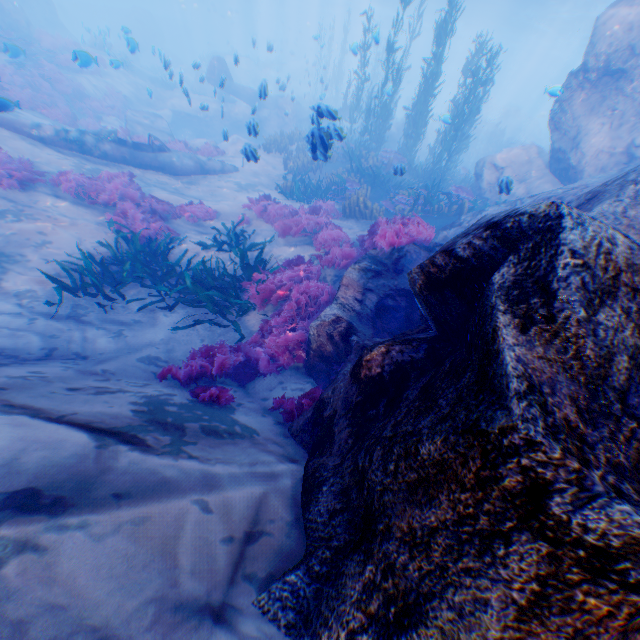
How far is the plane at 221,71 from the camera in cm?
1082

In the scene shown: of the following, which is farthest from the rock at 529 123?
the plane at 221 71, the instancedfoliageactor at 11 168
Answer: the instancedfoliageactor at 11 168

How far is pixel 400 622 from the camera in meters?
1.4

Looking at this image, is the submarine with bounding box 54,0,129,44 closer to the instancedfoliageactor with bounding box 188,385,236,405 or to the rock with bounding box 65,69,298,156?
the rock with bounding box 65,69,298,156

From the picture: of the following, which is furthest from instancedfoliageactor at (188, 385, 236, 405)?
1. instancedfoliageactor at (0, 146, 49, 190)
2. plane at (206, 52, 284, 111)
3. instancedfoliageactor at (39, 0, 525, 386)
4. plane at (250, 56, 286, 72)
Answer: plane at (250, 56, 286, 72)

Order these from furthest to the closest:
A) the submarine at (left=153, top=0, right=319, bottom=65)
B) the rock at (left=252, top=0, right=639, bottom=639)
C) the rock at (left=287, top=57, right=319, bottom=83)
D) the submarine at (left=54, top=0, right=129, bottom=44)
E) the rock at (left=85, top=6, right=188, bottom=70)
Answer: the submarine at (left=153, top=0, right=319, bottom=65)
the rock at (left=287, top=57, right=319, bottom=83)
the submarine at (left=54, top=0, right=129, bottom=44)
the rock at (left=85, top=6, right=188, bottom=70)
the rock at (left=252, top=0, right=639, bottom=639)

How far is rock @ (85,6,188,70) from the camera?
12.5m

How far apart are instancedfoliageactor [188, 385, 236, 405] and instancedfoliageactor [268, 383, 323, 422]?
0.5 meters
